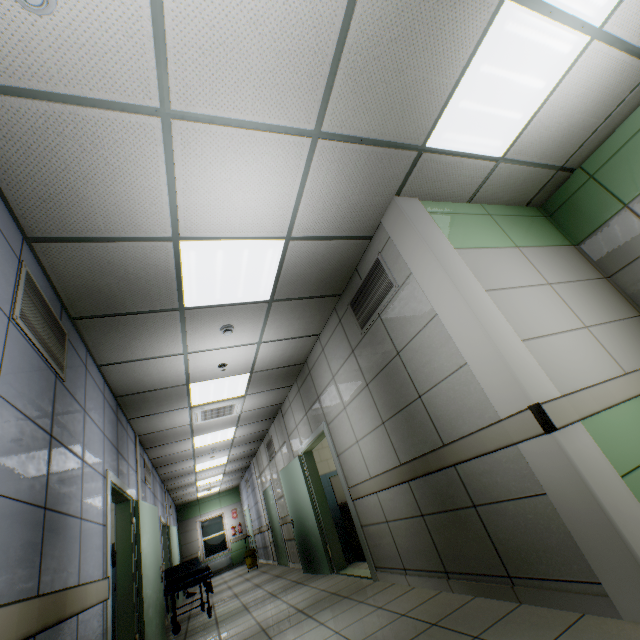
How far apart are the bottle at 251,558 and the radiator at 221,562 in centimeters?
408cm

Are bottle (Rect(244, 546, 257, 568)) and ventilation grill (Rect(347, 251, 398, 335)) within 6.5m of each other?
no

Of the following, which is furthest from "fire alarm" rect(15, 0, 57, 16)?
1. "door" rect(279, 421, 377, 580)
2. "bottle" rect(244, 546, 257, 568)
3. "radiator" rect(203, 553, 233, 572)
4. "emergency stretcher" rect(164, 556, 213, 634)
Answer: "radiator" rect(203, 553, 233, 572)

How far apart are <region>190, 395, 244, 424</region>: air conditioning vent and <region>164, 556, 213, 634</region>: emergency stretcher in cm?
268

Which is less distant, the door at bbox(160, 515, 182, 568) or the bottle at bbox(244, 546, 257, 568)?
the door at bbox(160, 515, 182, 568)

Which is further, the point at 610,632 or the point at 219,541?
the point at 219,541

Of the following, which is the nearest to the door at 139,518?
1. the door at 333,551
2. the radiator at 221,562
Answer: the door at 333,551

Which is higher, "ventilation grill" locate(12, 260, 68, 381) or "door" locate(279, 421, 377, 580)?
"ventilation grill" locate(12, 260, 68, 381)
